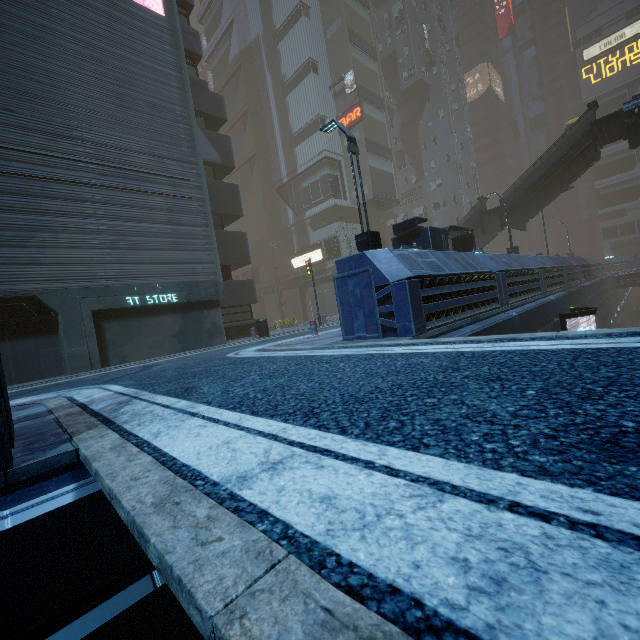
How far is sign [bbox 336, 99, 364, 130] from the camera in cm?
3372

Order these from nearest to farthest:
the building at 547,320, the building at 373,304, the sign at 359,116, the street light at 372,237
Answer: the building at 547,320 < the street light at 372,237 < the building at 373,304 < the sign at 359,116

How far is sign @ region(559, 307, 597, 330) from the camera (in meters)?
13.09

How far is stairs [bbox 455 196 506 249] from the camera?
22.1m

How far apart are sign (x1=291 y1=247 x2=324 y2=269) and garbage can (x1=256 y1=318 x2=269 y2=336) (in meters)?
20.55

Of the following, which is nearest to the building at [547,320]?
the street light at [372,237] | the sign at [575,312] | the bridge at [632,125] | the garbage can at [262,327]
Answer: the sign at [575,312]

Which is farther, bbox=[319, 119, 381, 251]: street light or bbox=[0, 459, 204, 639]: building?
bbox=[319, 119, 381, 251]: street light

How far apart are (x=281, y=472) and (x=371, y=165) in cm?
3876
